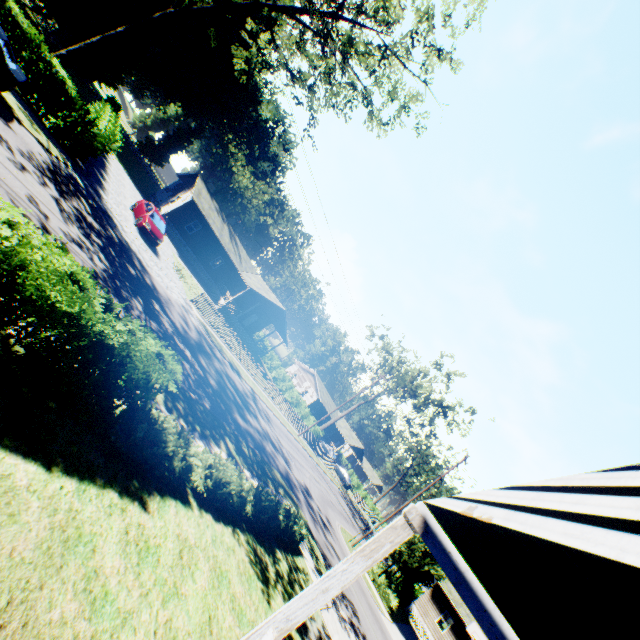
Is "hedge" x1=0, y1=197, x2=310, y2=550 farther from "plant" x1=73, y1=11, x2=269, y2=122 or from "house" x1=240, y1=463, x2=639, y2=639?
"plant" x1=73, y1=11, x2=269, y2=122

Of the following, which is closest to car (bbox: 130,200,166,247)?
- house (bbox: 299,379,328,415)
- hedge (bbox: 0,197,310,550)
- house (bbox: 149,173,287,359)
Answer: house (bbox: 149,173,287,359)

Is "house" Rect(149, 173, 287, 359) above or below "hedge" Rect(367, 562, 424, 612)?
above

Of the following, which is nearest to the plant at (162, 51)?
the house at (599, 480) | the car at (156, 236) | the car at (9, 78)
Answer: the house at (599, 480)

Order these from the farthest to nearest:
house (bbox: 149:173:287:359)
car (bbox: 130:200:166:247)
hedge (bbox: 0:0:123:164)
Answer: house (bbox: 149:173:287:359) → car (bbox: 130:200:166:247) → hedge (bbox: 0:0:123:164)

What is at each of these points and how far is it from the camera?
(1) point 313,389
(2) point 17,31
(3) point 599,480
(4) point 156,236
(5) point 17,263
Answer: (1) house, 59.2m
(2) hedge, 13.6m
(3) house, 1.5m
(4) car, 21.8m
(5) hedge, 4.4m

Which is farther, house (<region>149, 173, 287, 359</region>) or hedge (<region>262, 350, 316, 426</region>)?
hedge (<region>262, 350, 316, 426</region>)

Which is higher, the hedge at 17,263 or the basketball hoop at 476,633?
the basketball hoop at 476,633
